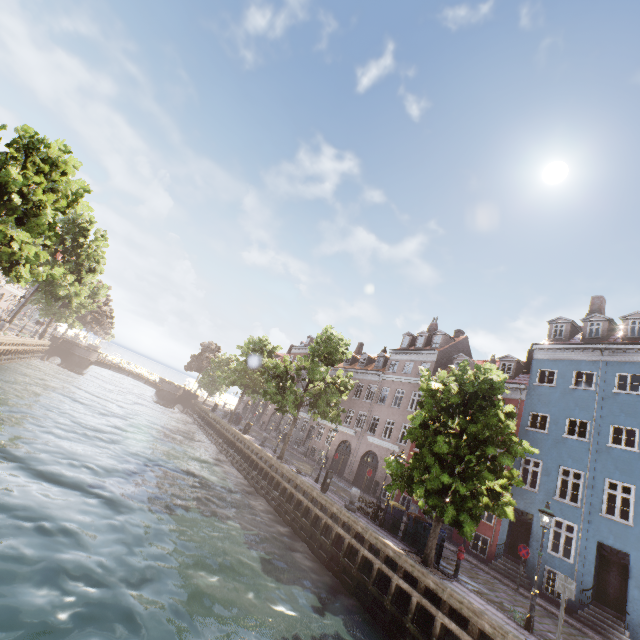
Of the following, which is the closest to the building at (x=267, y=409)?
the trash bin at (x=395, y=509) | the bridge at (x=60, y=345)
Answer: the trash bin at (x=395, y=509)

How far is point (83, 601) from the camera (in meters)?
7.31

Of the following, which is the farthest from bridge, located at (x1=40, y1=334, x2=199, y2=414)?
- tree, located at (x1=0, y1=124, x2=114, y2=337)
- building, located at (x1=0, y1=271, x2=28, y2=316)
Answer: building, located at (x1=0, y1=271, x2=28, y2=316)

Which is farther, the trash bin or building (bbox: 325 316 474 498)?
building (bbox: 325 316 474 498)

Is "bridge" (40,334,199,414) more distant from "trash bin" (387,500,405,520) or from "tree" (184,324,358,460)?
"trash bin" (387,500,405,520)

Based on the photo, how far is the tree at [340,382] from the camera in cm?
2414

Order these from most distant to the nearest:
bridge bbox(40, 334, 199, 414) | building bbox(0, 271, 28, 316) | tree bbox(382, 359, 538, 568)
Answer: building bbox(0, 271, 28, 316) < bridge bbox(40, 334, 199, 414) < tree bbox(382, 359, 538, 568)

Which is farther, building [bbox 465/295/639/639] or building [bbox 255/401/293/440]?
building [bbox 255/401/293/440]
